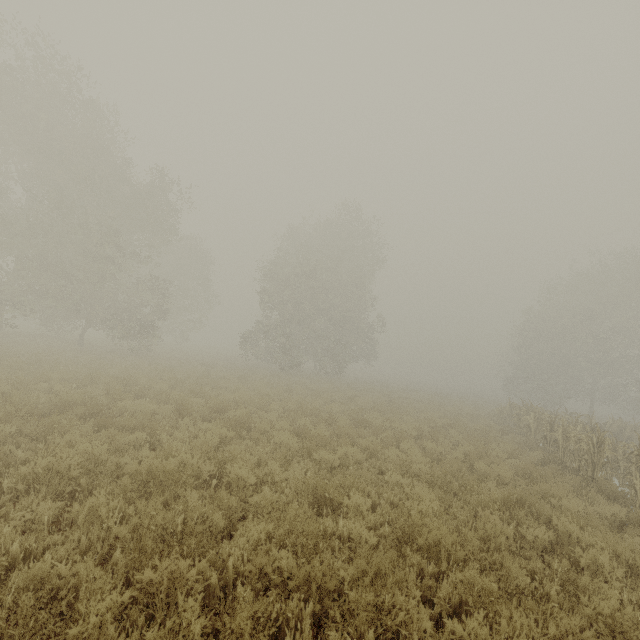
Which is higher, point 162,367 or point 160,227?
point 160,227
